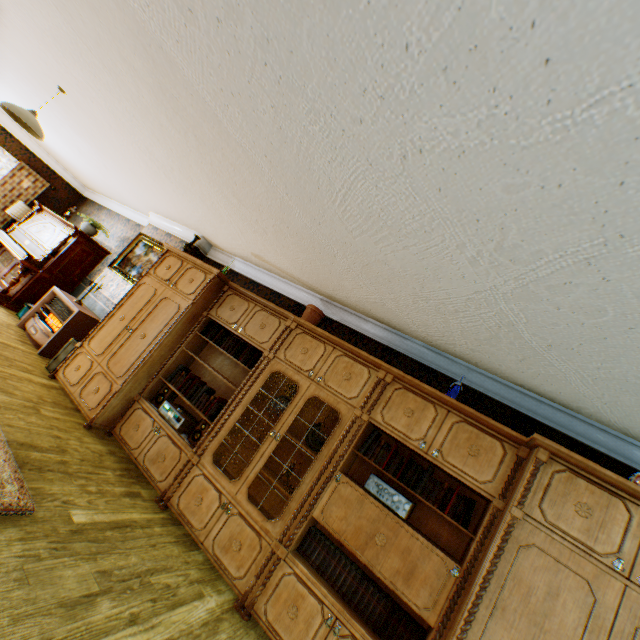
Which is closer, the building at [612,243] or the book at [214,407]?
the building at [612,243]

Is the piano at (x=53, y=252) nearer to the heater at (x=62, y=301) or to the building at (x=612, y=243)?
the building at (x=612, y=243)

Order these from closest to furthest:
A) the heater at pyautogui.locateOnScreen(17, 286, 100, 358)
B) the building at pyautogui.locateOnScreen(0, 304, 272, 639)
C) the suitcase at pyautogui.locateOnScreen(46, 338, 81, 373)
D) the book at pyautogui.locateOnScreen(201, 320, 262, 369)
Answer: the building at pyautogui.locateOnScreen(0, 304, 272, 639), the book at pyautogui.locateOnScreen(201, 320, 262, 369), the suitcase at pyautogui.locateOnScreen(46, 338, 81, 373), the heater at pyautogui.locateOnScreen(17, 286, 100, 358)

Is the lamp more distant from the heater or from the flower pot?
the flower pot

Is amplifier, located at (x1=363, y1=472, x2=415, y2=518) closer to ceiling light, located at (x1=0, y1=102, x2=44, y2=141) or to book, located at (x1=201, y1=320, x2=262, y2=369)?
book, located at (x1=201, y1=320, x2=262, y2=369)

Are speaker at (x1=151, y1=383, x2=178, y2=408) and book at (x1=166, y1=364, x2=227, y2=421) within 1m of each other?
yes

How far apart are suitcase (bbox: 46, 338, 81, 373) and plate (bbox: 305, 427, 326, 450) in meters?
3.8 m

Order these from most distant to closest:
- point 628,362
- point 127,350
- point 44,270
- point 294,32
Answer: point 44,270, point 127,350, point 628,362, point 294,32
